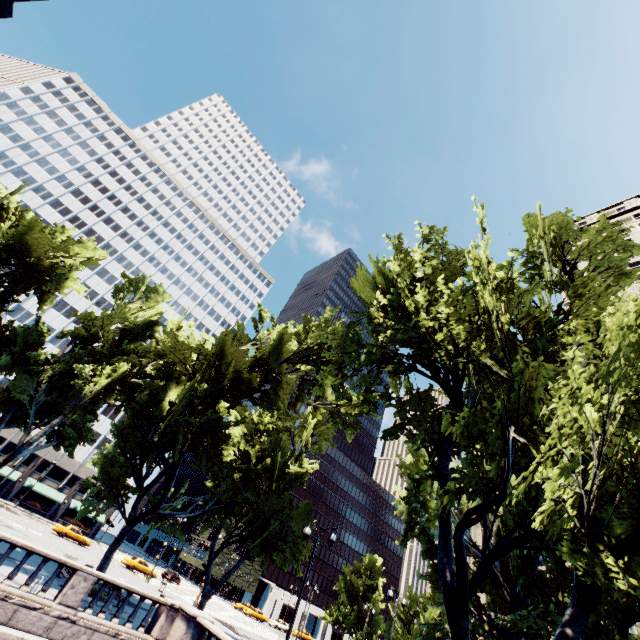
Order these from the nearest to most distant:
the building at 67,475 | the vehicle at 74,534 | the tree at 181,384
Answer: the tree at 181,384 < the vehicle at 74,534 < the building at 67,475

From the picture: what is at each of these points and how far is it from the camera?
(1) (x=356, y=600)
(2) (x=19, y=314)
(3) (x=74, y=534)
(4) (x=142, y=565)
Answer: (1) tree, 52.2m
(2) building, 59.8m
(3) vehicle, 42.6m
(4) vehicle, 43.7m

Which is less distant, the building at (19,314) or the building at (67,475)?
the building at (67,475)

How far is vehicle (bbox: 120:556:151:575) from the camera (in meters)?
42.81

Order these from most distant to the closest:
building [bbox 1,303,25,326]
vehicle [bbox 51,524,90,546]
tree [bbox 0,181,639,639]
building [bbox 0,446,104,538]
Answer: building [bbox 1,303,25,326] → building [bbox 0,446,104,538] → vehicle [bbox 51,524,90,546] → tree [bbox 0,181,639,639]

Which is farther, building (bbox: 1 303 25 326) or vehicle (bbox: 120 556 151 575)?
building (bbox: 1 303 25 326)

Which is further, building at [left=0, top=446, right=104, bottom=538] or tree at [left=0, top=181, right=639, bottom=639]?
building at [left=0, top=446, right=104, bottom=538]
